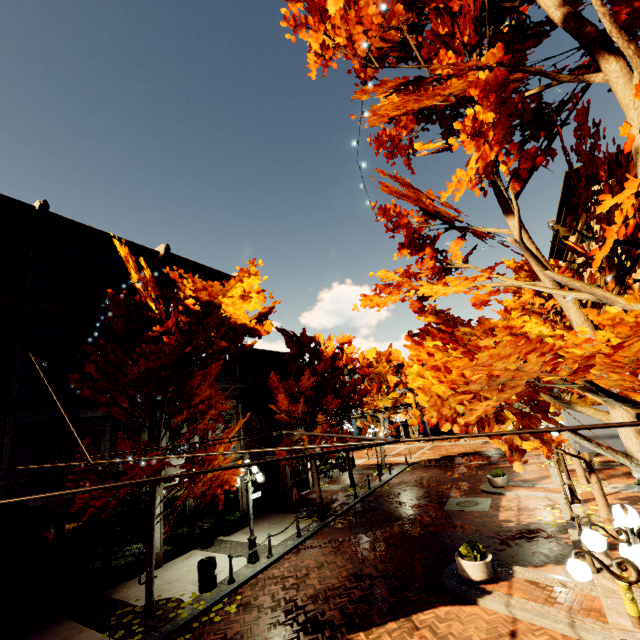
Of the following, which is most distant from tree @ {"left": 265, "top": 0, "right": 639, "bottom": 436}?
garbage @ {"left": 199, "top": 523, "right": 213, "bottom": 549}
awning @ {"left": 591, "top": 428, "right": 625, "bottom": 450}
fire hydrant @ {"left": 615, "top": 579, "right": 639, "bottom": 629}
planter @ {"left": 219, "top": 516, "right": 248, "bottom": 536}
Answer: garbage @ {"left": 199, "top": 523, "right": 213, "bottom": 549}

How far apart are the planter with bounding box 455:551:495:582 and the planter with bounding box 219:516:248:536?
10.8 meters

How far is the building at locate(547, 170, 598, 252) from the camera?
14.9m

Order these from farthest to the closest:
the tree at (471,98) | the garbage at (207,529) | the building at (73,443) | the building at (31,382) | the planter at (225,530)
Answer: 1. the planter at (225,530)
2. the garbage at (207,529)
3. the building at (73,443)
4. the building at (31,382)
5. the tree at (471,98)

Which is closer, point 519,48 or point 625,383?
point 625,383

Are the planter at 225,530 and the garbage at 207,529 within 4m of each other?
yes

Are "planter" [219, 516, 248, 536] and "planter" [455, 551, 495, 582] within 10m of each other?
no

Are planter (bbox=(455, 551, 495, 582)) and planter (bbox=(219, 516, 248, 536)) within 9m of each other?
no
